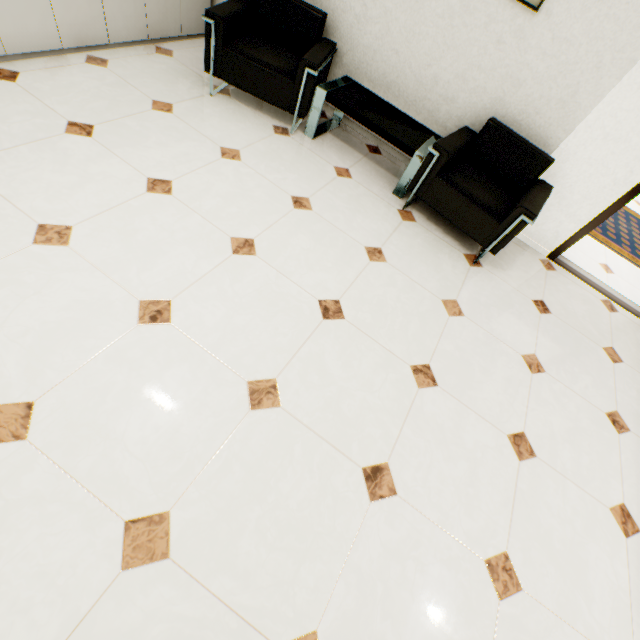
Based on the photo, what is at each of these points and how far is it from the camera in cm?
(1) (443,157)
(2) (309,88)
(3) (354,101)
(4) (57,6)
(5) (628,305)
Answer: (1) chair, 265
(2) chair, 287
(3) table, 299
(4) cupboard, 250
(5) door, 348

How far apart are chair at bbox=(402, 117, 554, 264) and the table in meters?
0.1

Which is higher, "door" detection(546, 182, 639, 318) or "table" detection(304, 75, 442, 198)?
"table" detection(304, 75, 442, 198)

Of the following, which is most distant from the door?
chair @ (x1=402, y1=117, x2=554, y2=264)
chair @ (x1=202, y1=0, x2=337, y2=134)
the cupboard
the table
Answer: the cupboard

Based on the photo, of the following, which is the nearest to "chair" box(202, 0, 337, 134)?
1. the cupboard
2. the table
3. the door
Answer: the table

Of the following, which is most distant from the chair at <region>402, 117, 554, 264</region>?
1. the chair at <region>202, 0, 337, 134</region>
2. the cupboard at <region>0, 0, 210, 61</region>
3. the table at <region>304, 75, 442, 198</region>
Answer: the cupboard at <region>0, 0, 210, 61</region>

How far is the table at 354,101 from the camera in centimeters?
289cm

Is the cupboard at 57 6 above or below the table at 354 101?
below
